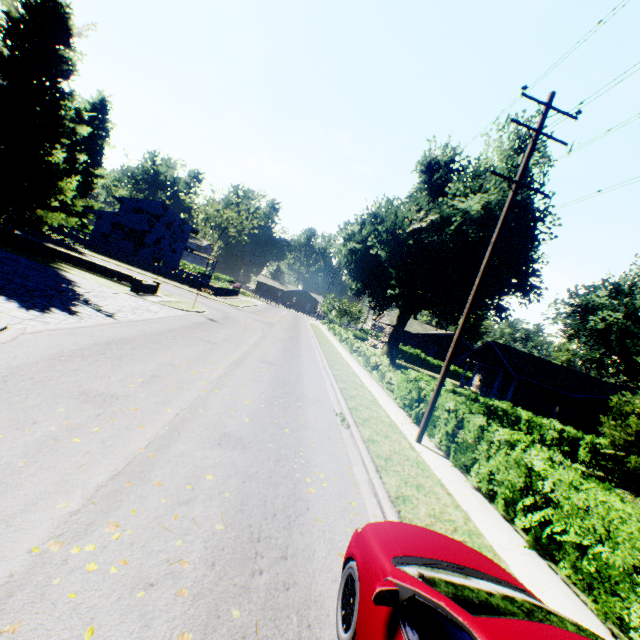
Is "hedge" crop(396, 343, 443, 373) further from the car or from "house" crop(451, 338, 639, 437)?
the car

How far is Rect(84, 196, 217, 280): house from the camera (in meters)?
39.62

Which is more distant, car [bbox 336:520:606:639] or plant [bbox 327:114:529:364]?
plant [bbox 327:114:529:364]

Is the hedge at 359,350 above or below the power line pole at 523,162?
below

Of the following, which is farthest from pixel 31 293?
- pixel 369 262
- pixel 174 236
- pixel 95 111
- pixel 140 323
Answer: pixel 95 111

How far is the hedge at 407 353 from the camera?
46.3m

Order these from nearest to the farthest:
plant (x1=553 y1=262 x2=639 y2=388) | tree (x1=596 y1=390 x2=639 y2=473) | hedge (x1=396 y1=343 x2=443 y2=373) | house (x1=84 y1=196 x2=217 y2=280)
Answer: tree (x1=596 y1=390 x2=639 y2=473) → plant (x1=553 y1=262 x2=639 y2=388) → house (x1=84 y1=196 x2=217 y2=280) → hedge (x1=396 y1=343 x2=443 y2=373)

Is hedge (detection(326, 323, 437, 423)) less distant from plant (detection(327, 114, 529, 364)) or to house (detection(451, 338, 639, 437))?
plant (detection(327, 114, 529, 364))
